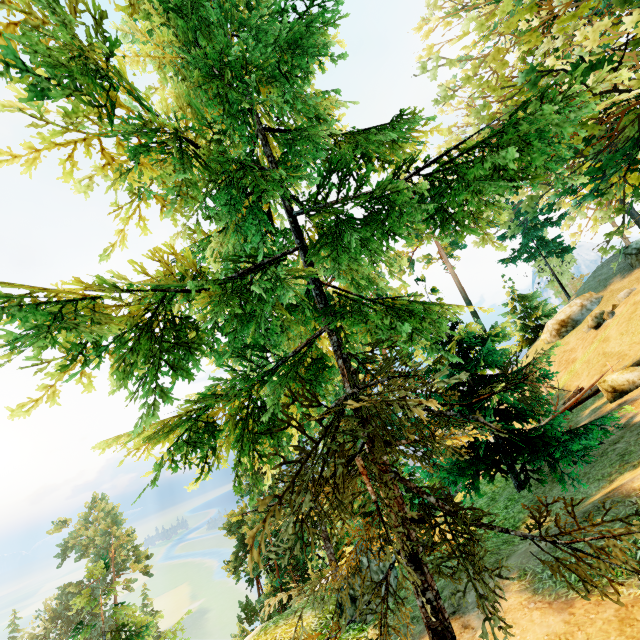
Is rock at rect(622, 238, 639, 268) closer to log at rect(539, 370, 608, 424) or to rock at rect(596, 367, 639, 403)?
log at rect(539, 370, 608, 424)

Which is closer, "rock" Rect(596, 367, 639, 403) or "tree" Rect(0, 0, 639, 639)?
"tree" Rect(0, 0, 639, 639)

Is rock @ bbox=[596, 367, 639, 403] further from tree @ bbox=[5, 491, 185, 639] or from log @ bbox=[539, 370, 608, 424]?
tree @ bbox=[5, 491, 185, 639]

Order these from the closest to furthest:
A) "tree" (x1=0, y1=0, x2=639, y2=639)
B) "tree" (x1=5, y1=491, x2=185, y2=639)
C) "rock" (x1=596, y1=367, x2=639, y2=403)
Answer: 1. "tree" (x1=0, y1=0, x2=639, y2=639)
2. "tree" (x1=5, y1=491, x2=185, y2=639)
3. "rock" (x1=596, y1=367, x2=639, y2=403)

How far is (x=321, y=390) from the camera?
3.6m

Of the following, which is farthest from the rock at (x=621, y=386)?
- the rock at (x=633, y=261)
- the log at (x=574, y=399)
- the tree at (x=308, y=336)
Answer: the rock at (x=633, y=261)

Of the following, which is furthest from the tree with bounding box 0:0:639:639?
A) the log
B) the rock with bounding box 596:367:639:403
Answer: the rock with bounding box 596:367:639:403

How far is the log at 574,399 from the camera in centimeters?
1562cm
